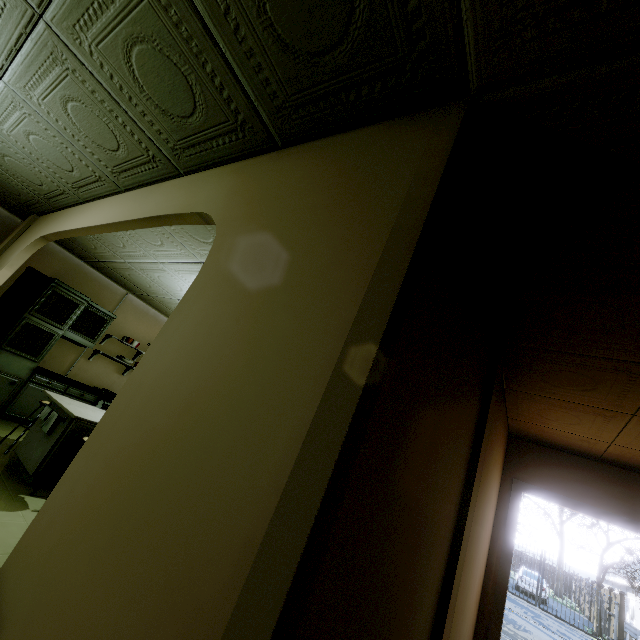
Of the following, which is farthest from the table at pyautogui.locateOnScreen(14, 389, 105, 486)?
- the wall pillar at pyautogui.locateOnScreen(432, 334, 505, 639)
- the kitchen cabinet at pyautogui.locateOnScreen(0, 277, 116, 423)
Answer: the wall pillar at pyautogui.locateOnScreen(432, 334, 505, 639)

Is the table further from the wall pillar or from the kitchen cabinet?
the wall pillar

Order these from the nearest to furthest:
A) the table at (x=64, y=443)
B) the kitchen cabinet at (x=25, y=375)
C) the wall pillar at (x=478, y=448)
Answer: the wall pillar at (x=478, y=448)
the table at (x=64, y=443)
the kitchen cabinet at (x=25, y=375)

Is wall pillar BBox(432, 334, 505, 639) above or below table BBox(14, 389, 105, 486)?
above

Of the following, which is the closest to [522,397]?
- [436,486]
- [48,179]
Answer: [436,486]

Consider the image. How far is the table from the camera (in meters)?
3.36

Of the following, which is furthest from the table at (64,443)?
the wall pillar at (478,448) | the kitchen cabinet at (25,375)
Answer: the wall pillar at (478,448)

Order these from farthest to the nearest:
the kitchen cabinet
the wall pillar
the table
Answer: the kitchen cabinet, the table, the wall pillar
